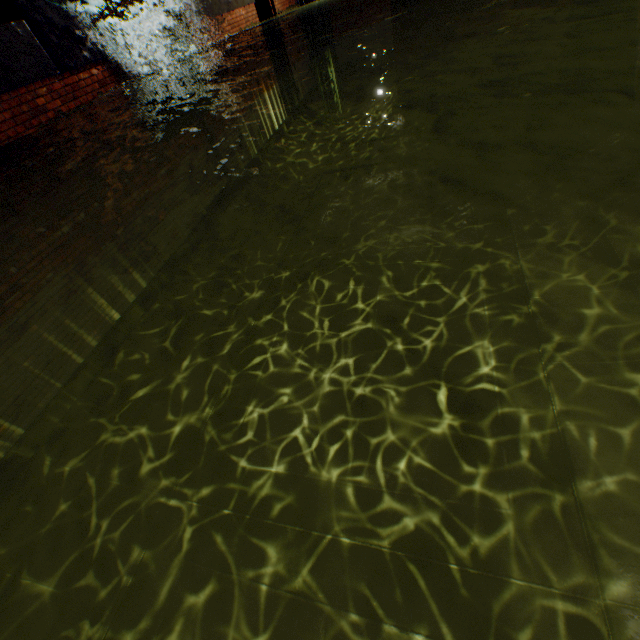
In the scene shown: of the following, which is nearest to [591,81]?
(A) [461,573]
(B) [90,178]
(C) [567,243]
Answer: (C) [567,243]
